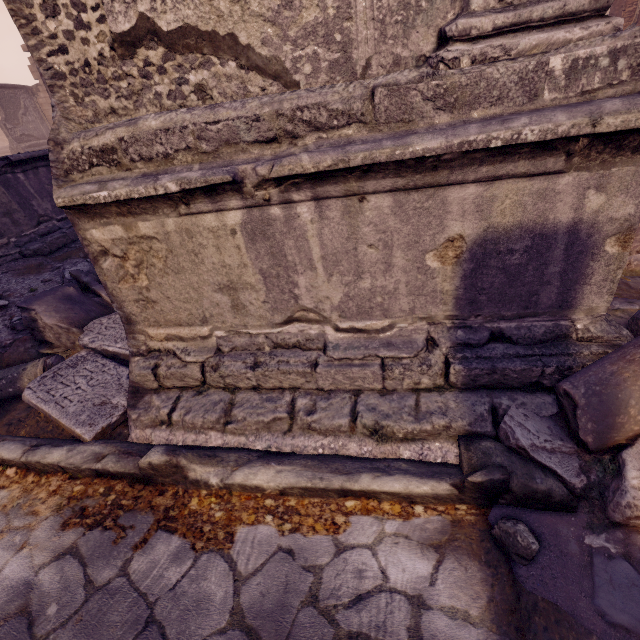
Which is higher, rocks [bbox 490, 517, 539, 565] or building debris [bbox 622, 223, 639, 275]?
building debris [bbox 622, 223, 639, 275]

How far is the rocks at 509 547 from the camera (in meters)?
1.39

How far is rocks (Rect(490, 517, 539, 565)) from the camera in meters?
1.4

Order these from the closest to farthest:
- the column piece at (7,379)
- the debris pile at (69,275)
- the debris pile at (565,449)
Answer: the debris pile at (565,449)
the debris pile at (69,275)
the column piece at (7,379)

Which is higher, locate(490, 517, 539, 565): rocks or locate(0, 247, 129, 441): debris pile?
locate(0, 247, 129, 441): debris pile

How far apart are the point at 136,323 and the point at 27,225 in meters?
4.6

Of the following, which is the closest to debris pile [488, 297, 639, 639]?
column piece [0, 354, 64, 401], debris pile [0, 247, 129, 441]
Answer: debris pile [0, 247, 129, 441]

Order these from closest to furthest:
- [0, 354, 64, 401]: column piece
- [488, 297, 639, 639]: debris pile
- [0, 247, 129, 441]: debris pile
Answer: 1. [488, 297, 639, 639]: debris pile
2. [0, 247, 129, 441]: debris pile
3. [0, 354, 64, 401]: column piece
